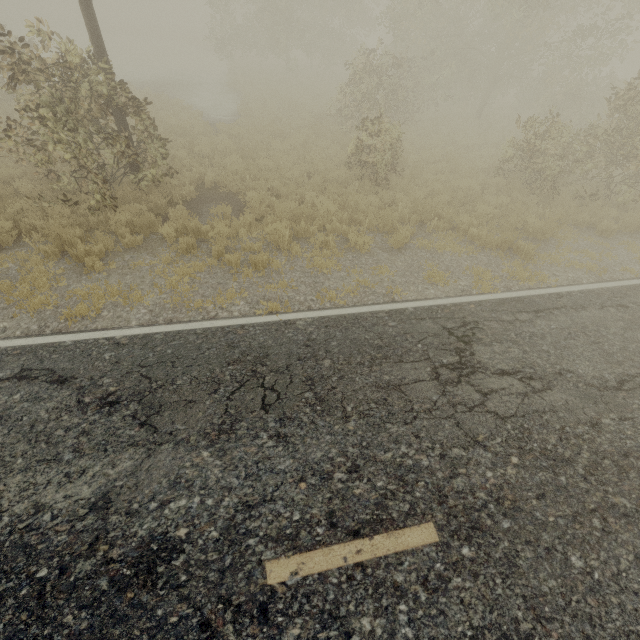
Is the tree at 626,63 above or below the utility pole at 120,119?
below

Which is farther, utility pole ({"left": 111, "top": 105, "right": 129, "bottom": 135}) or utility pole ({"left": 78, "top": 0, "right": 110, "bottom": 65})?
utility pole ({"left": 111, "top": 105, "right": 129, "bottom": 135})

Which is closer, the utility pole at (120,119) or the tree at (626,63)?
the utility pole at (120,119)

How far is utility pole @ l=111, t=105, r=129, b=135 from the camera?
8.07m

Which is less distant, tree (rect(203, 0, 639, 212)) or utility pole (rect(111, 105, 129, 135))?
utility pole (rect(111, 105, 129, 135))

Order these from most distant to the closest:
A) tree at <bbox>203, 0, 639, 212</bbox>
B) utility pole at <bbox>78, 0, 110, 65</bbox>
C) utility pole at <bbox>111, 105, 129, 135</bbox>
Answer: tree at <bbox>203, 0, 639, 212</bbox>
utility pole at <bbox>111, 105, 129, 135</bbox>
utility pole at <bbox>78, 0, 110, 65</bbox>

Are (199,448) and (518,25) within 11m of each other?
no
